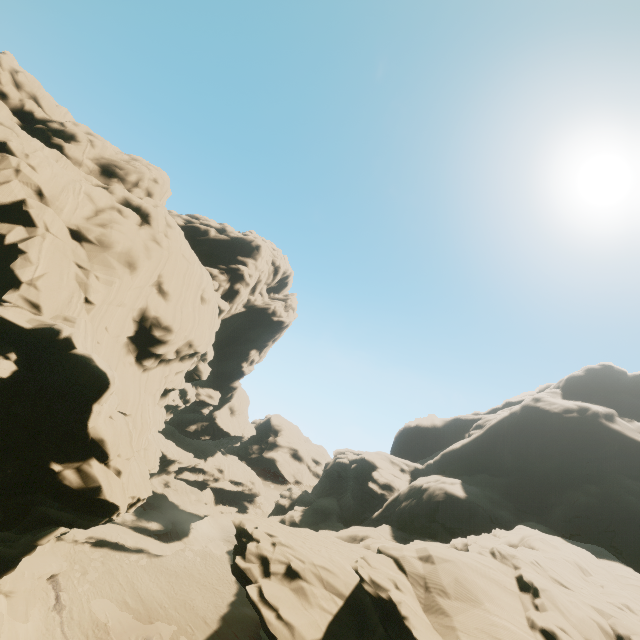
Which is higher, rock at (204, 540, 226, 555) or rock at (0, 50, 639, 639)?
rock at (0, 50, 639, 639)

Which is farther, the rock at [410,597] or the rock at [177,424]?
the rock at [177,424]

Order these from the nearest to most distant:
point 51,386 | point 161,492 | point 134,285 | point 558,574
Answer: point 51,386 < point 558,574 < point 134,285 < point 161,492

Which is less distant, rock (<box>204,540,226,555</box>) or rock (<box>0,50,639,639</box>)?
rock (<box>0,50,639,639</box>)

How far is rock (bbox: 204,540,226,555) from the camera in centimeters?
4238cm

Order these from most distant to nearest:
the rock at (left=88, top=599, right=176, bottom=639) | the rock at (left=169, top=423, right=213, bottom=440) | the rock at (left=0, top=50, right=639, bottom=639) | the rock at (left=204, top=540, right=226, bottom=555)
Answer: the rock at (left=169, top=423, right=213, bottom=440) → the rock at (left=204, top=540, right=226, bottom=555) → the rock at (left=88, top=599, right=176, bottom=639) → the rock at (left=0, top=50, right=639, bottom=639)
